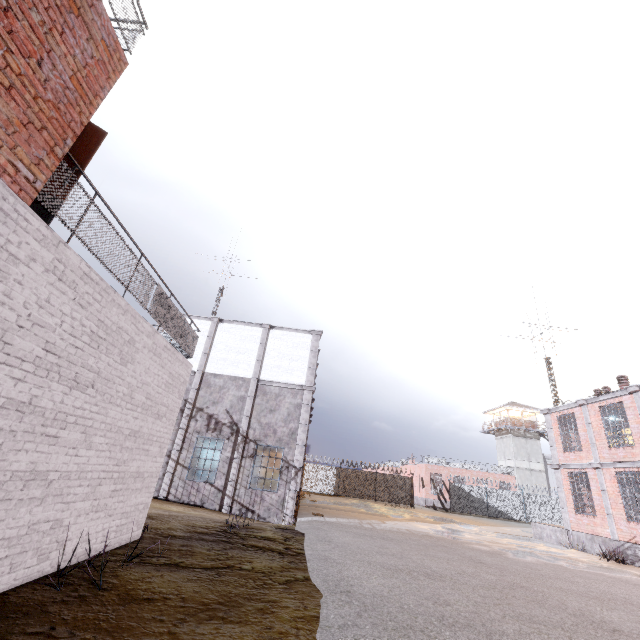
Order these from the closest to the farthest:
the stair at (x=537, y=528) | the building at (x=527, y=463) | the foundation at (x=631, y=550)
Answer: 1. the foundation at (x=631, y=550)
2. the stair at (x=537, y=528)
3. the building at (x=527, y=463)

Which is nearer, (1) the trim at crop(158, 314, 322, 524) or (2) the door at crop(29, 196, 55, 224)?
(2) the door at crop(29, 196, 55, 224)

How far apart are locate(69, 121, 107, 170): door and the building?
52.9 meters

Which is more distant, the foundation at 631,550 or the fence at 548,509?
the fence at 548,509

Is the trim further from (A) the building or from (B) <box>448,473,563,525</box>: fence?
(A) the building

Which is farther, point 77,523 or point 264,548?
point 264,548

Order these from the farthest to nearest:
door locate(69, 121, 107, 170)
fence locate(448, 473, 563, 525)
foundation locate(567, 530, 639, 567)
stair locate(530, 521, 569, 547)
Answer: fence locate(448, 473, 563, 525) → stair locate(530, 521, 569, 547) → foundation locate(567, 530, 639, 567) → door locate(69, 121, 107, 170)

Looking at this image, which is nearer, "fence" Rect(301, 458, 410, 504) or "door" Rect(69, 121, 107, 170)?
"door" Rect(69, 121, 107, 170)
